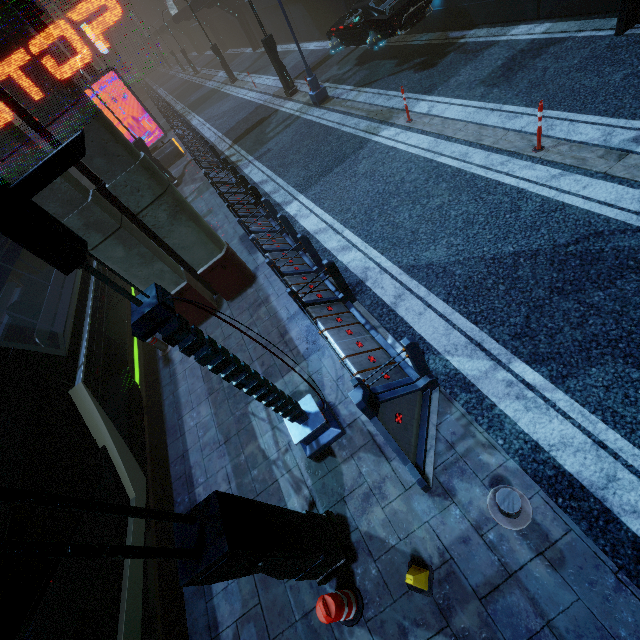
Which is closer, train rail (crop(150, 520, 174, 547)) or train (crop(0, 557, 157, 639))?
train (crop(0, 557, 157, 639))

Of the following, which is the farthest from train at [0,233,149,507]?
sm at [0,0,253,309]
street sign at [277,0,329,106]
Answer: street sign at [277,0,329,106]

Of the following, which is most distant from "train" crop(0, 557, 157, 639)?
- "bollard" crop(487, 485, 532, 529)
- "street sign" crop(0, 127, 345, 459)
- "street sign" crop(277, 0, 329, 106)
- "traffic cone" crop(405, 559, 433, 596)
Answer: "street sign" crop(277, 0, 329, 106)

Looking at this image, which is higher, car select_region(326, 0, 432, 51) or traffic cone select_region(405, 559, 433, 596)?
car select_region(326, 0, 432, 51)

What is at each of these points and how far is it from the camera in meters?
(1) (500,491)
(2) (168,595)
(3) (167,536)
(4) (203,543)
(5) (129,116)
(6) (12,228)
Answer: (1) bollard, 3.4
(2) train rail, 6.0
(3) train rail, 6.7
(4) street light, 2.5
(5) building, 21.6
(6) street sign, 2.0

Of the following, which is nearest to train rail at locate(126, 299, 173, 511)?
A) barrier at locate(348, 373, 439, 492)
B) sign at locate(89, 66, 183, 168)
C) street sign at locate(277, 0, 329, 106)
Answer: sign at locate(89, 66, 183, 168)

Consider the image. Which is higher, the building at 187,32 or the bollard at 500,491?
the building at 187,32

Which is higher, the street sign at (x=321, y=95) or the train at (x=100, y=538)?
the train at (x=100, y=538)
